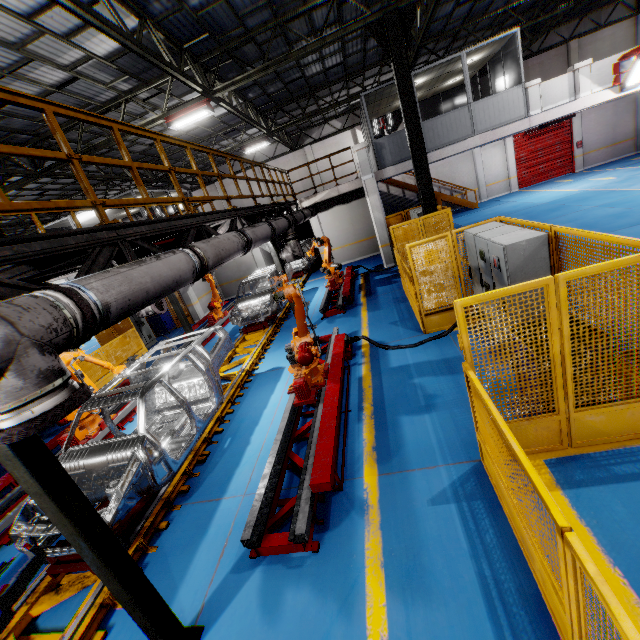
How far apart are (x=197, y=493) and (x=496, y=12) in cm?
2205

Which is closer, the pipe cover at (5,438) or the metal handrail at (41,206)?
the pipe cover at (5,438)

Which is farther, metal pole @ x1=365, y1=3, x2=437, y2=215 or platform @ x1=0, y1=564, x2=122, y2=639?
metal pole @ x1=365, y1=3, x2=437, y2=215

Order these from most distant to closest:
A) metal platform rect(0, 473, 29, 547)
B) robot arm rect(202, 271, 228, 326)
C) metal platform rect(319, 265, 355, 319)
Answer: robot arm rect(202, 271, 228, 326), metal platform rect(319, 265, 355, 319), metal platform rect(0, 473, 29, 547)

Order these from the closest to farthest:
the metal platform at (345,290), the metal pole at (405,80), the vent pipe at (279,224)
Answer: the vent pipe at (279,224)
the metal pole at (405,80)
the metal platform at (345,290)

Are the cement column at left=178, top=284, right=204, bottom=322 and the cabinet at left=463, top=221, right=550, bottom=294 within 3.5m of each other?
no

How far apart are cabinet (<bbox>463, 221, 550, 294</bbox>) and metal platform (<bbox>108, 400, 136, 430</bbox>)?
9.1m

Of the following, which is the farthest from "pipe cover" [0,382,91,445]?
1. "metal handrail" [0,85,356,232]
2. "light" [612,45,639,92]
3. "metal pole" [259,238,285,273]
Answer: "light" [612,45,639,92]
